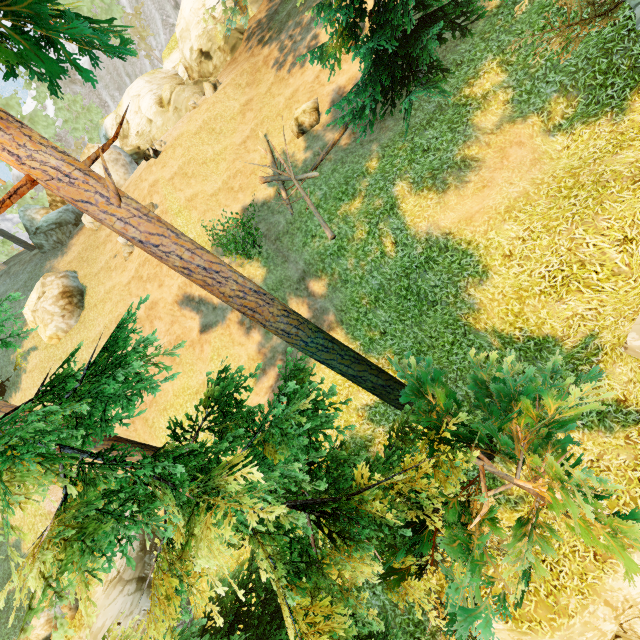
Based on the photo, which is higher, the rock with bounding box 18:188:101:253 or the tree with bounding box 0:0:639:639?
the rock with bounding box 18:188:101:253

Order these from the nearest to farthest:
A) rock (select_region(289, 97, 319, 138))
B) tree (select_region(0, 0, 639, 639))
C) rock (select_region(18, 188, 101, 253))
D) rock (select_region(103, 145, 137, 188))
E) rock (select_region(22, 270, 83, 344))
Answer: tree (select_region(0, 0, 639, 639)) → rock (select_region(289, 97, 319, 138)) → rock (select_region(22, 270, 83, 344)) → rock (select_region(18, 188, 101, 253)) → rock (select_region(103, 145, 137, 188))

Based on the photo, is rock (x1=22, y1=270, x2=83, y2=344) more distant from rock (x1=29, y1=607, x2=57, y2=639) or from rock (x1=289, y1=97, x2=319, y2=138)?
rock (x1=289, y1=97, x2=319, y2=138)

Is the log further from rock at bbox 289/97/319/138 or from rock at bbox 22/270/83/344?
rock at bbox 22/270/83/344

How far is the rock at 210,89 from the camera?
21.5 meters

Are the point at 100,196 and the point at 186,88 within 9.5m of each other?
no

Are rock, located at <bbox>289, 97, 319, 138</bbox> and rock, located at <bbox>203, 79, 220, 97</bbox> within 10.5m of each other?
yes

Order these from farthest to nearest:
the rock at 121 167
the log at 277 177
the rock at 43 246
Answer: the rock at 121 167
the rock at 43 246
the log at 277 177
